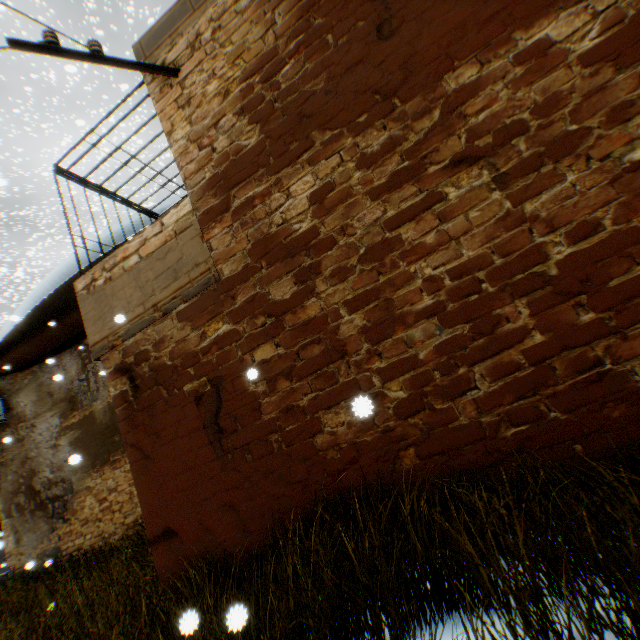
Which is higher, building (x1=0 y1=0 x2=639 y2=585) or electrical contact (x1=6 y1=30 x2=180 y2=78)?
electrical contact (x1=6 y1=30 x2=180 y2=78)

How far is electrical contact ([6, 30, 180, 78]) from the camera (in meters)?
3.71

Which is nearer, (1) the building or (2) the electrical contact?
(1) the building

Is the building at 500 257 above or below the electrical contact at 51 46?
below

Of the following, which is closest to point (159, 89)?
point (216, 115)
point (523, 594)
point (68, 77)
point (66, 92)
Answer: point (216, 115)

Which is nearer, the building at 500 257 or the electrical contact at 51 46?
the building at 500 257
